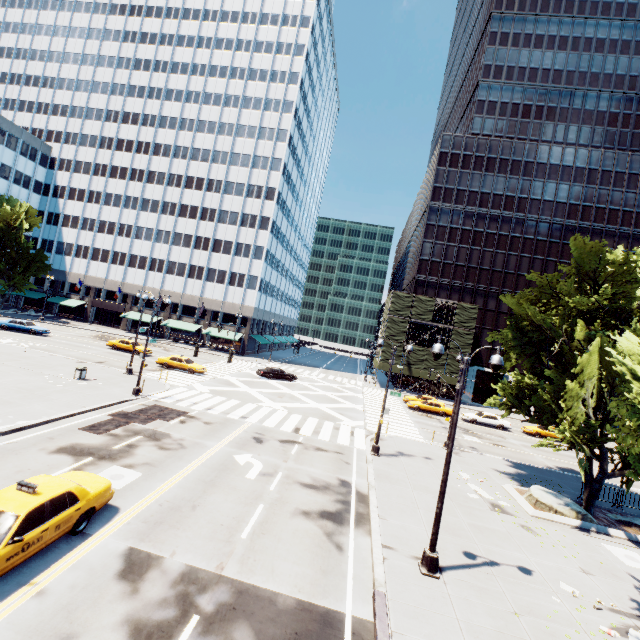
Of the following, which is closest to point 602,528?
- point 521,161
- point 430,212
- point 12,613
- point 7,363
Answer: point 12,613

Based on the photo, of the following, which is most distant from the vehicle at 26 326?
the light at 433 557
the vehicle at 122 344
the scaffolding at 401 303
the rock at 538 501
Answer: the rock at 538 501

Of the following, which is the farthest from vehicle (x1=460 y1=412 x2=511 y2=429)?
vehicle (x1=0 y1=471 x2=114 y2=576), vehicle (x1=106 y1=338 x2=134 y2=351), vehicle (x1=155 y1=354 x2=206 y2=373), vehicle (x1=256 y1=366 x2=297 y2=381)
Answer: vehicle (x1=106 y1=338 x2=134 y2=351)

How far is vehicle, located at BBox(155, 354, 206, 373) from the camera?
33.8m

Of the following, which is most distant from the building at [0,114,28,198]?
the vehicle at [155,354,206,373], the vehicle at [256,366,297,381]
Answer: the vehicle at [155,354,206,373]

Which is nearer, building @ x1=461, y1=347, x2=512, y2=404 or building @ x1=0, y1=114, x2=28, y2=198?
building @ x1=461, y1=347, x2=512, y2=404

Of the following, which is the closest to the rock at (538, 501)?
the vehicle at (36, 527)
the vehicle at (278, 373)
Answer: the vehicle at (36, 527)

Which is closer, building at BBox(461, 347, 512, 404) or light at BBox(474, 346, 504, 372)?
light at BBox(474, 346, 504, 372)
